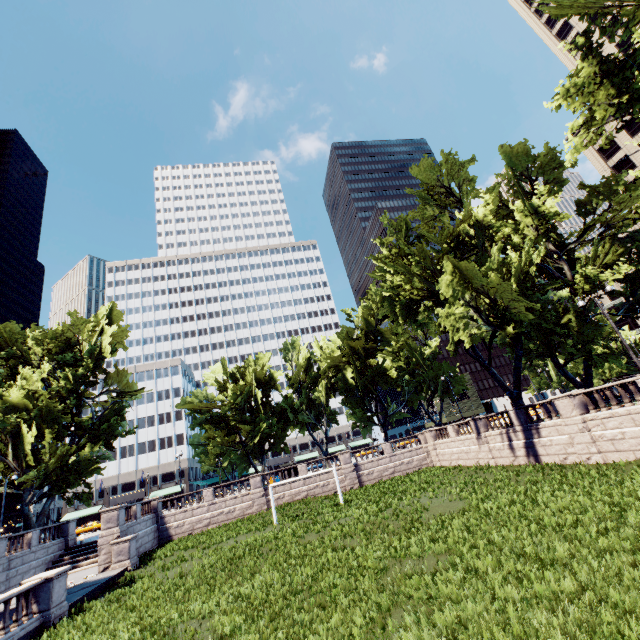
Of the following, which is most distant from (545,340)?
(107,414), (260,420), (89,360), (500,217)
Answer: (107,414)

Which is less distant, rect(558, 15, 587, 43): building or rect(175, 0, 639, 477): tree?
rect(175, 0, 639, 477): tree

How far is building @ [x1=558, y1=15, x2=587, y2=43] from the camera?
56.5m

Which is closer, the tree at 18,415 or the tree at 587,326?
the tree at 587,326

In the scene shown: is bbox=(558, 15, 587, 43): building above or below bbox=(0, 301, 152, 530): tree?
above

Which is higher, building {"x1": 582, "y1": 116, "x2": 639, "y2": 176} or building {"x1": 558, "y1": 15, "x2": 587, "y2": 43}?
building {"x1": 558, "y1": 15, "x2": 587, "y2": 43}

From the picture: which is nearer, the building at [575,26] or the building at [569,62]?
the building at [575,26]
